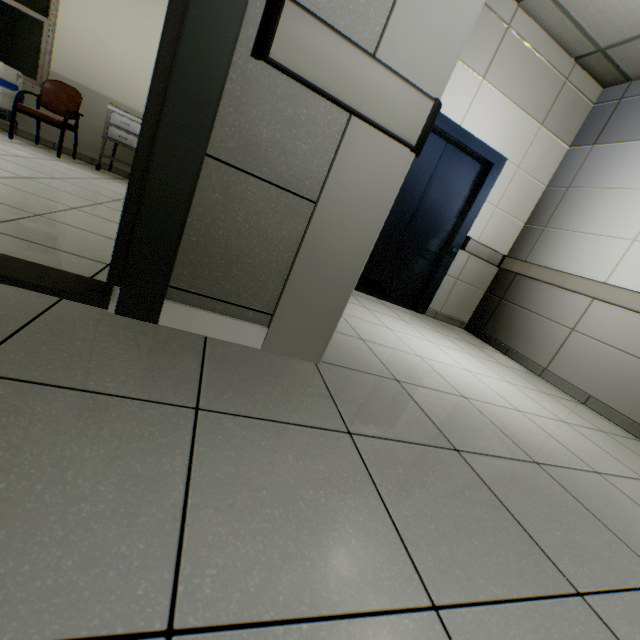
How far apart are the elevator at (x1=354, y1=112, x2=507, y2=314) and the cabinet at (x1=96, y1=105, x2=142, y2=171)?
3.33m

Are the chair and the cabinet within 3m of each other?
yes

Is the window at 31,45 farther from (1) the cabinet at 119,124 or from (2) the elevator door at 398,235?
(2) the elevator door at 398,235

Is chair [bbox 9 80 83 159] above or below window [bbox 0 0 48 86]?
below

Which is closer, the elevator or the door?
the door

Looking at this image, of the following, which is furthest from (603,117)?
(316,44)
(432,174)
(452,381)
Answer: (316,44)

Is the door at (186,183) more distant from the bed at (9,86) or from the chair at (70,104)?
the chair at (70,104)

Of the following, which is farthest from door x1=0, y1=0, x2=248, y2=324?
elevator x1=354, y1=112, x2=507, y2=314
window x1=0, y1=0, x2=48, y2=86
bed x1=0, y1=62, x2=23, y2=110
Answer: window x1=0, y1=0, x2=48, y2=86
